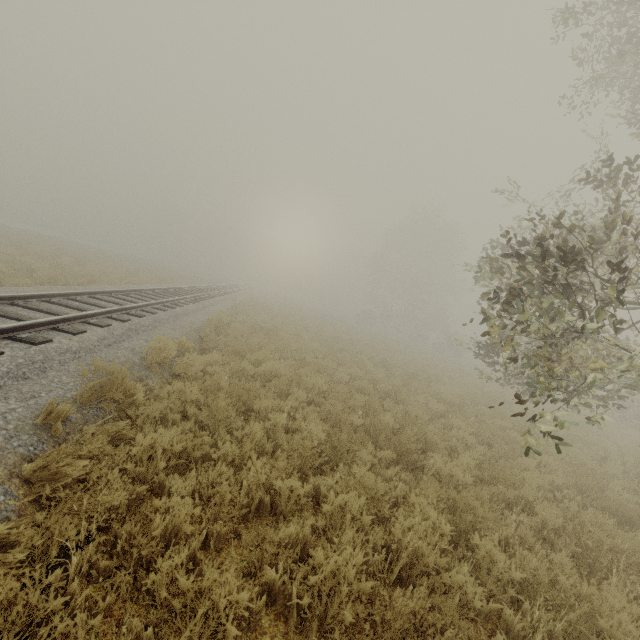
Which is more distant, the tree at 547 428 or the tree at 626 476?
the tree at 626 476

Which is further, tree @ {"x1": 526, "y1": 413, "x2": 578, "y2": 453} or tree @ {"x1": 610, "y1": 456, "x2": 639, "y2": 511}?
tree @ {"x1": 610, "y1": 456, "x2": 639, "y2": 511}

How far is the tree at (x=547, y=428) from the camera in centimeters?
452cm

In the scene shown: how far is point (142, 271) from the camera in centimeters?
2880cm

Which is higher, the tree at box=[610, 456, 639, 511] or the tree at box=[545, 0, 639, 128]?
the tree at box=[545, 0, 639, 128]

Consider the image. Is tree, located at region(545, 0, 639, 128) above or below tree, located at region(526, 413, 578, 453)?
above
